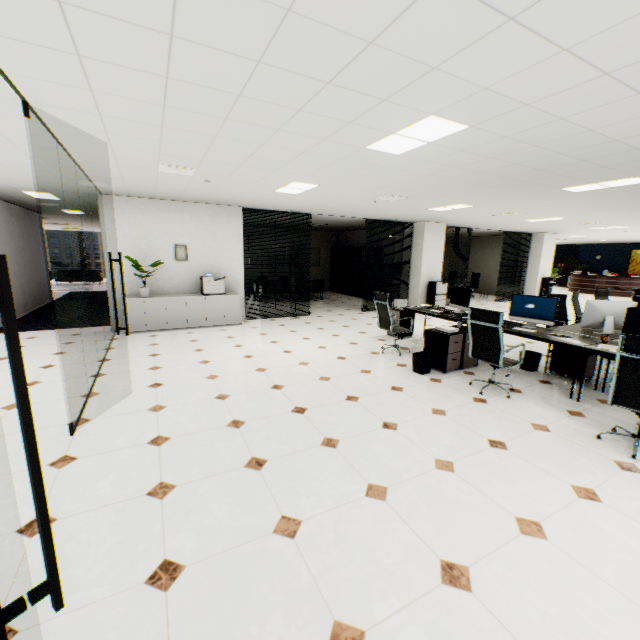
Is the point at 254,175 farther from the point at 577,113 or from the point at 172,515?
the point at 172,515

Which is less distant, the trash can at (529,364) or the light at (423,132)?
the light at (423,132)

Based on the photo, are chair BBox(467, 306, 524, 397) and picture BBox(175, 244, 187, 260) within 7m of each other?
yes

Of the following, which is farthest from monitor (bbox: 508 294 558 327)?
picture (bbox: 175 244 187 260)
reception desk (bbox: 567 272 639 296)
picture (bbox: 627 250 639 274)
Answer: Answer: picture (bbox: 627 250 639 274)

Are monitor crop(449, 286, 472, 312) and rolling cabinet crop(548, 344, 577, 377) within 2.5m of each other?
yes

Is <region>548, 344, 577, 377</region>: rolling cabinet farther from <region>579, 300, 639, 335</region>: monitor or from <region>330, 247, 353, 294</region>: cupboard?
<region>330, 247, 353, 294</region>: cupboard

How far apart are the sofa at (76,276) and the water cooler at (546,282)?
21.9m

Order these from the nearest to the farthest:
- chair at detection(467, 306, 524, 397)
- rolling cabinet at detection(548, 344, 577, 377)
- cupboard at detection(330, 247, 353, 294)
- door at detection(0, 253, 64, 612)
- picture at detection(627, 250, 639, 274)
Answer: door at detection(0, 253, 64, 612)
chair at detection(467, 306, 524, 397)
rolling cabinet at detection(548, 344, 577, 377)
cupboard at detection(330, 247, 353, 294)
picture at detection(627, 250, 639, 274)
